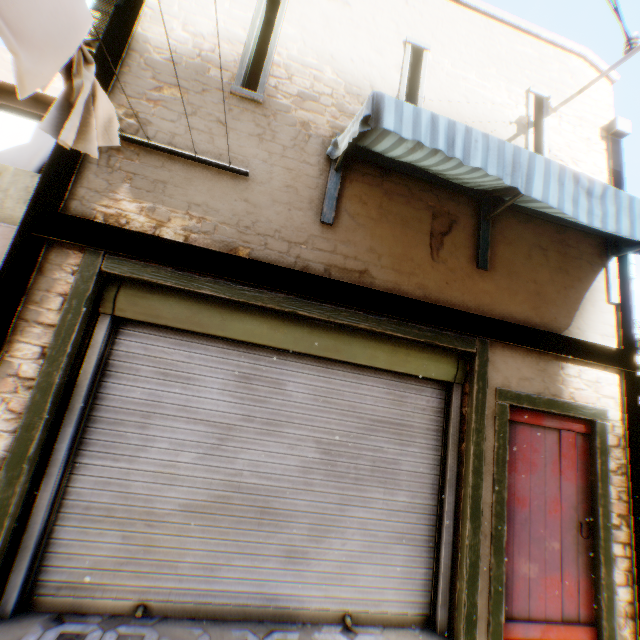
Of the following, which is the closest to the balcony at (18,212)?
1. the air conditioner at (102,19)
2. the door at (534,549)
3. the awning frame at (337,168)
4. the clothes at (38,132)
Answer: the clothes at (38,132)

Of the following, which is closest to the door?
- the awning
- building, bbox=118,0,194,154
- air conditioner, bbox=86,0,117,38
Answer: building, bbox=118,0,194,154

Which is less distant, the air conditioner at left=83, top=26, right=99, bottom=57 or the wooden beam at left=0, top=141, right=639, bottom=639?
the wooden beam at left=0, top=141, right=639, bottom=639

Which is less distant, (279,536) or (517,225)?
(279,536)

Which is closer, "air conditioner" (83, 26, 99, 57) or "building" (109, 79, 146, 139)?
"building" (109, 79, 146, 139)

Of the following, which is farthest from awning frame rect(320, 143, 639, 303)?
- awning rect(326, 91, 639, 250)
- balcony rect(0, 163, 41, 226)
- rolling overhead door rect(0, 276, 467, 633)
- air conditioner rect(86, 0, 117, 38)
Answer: balcony rect(0, 163, 41, 226)

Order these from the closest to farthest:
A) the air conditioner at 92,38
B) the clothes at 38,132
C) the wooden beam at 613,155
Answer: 1. the clothes at 38,132
2. the air conditioner at 92,38
3. the wooden beam at 613,155

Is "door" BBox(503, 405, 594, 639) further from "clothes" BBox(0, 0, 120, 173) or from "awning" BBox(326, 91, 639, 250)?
"awning" BBox(326, 91, 639, 250)
